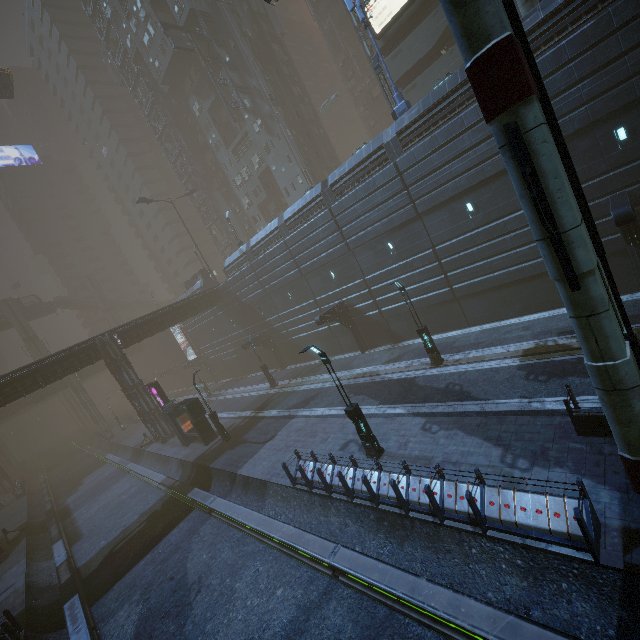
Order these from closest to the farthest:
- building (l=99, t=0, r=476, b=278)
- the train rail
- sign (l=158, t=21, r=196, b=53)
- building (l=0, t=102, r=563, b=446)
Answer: the train rail < building (l=0, t=102, r=563, b=446) < building (l=99, t=0, r=476, b=278) < sign (l=158, t=21, r=196, b=53)

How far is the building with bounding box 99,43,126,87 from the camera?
52.73m

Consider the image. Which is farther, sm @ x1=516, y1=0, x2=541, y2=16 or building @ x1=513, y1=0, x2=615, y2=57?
sm @ x1=516, y1=0, x2=541, y2=16

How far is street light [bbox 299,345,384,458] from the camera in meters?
12.9

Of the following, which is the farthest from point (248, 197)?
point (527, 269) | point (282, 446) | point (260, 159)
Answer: point (527, 269)

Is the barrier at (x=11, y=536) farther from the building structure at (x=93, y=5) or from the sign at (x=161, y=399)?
the building structure at (x=93, y=5)

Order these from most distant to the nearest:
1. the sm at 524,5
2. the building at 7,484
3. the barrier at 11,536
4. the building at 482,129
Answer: the building at 7,484, the barrier at 11,536, the building at 482,129, the sm at 524,5
